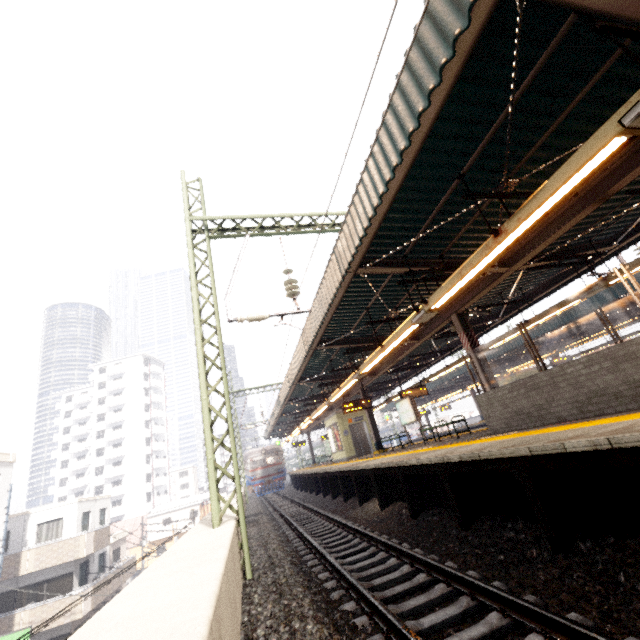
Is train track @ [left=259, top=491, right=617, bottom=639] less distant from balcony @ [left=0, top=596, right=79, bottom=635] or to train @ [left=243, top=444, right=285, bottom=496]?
train @ [left=243, top=444, right=285, bottom=496]

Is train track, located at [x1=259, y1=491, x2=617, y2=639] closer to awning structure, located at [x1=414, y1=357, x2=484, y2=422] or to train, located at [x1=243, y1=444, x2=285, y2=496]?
train, located at [x1=243, y1=444, x2=285, y2=496]

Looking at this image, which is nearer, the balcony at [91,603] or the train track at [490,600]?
the train track at [490,600]

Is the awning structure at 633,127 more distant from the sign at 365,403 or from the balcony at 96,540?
the balcony at 96,540

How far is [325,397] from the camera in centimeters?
1565cm

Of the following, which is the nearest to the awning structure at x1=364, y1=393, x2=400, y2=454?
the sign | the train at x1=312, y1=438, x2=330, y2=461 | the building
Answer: the sign

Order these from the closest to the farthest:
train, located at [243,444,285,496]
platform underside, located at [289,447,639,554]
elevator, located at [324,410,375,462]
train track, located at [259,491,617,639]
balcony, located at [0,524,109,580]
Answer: train track, located at [259,491,617,639]
platform underside, located at [289,447,639,554]
balcony, located at [0,524,109,580]
elevator, located at [324,410,375,462]
train, located at [243,444,285,496]

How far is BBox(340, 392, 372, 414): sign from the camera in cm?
1546
